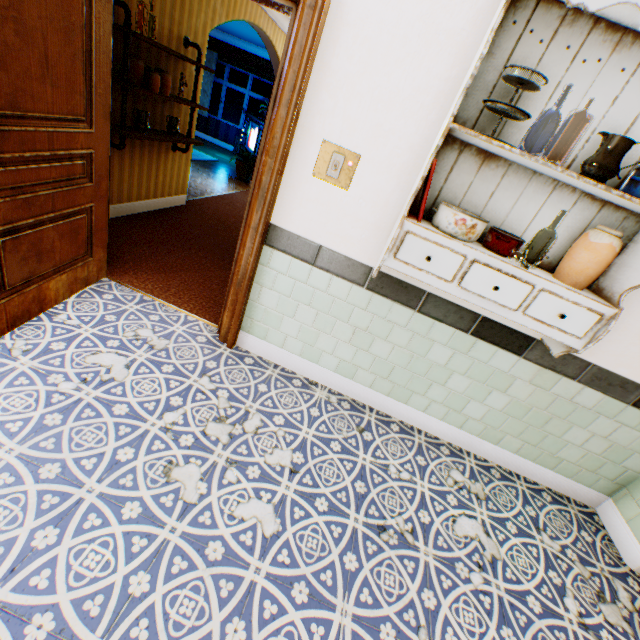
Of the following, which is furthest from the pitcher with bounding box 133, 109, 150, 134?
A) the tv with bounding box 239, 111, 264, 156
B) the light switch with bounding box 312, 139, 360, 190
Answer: the tv with bounding box 239, 111, 264, 156

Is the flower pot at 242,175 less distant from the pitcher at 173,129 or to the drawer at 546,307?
the pitcher at 173,129

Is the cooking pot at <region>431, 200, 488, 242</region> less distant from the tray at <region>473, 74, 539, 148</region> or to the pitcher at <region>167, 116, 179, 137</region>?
the tray at <region>473, 74, 539, 148</region>

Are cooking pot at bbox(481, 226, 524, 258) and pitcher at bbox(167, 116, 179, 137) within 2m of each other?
no

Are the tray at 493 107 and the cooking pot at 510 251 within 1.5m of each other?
yes

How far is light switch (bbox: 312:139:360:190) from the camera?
2.0m

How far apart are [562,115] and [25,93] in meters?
2.8

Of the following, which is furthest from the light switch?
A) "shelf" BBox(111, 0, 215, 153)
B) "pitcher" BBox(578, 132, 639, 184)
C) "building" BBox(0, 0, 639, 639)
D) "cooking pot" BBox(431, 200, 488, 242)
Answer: "shelf" BBox(111, 0, 215, 153)
